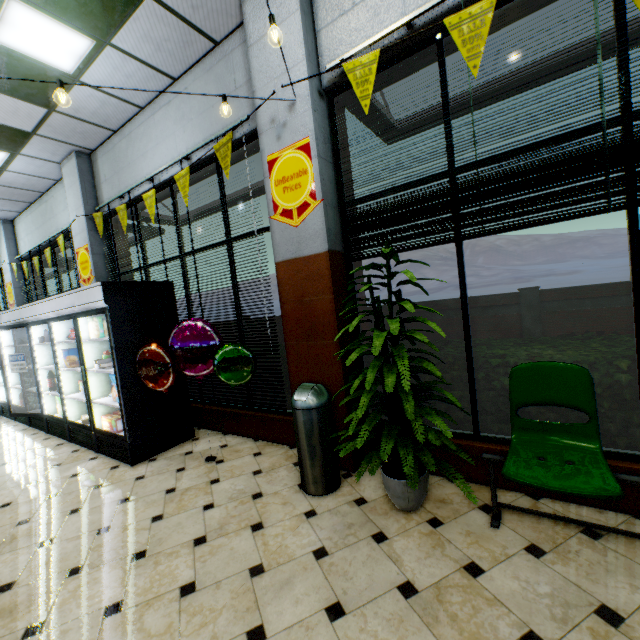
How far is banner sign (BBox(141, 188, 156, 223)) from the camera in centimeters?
458cm

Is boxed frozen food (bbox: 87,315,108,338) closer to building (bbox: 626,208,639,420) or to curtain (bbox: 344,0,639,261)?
building (bbox: 626,208,639,420)

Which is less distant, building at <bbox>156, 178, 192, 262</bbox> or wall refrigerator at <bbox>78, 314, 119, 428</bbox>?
wall refrigerator at <bbox>78, 314, 119, 428</bbox>

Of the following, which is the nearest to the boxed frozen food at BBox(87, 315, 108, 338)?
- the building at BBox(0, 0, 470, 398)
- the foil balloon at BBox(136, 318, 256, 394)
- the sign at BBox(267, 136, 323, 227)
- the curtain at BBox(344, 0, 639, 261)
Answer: the foil balloon at BBox(136, 318, 256, 394)

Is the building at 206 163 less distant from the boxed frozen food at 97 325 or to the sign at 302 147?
the sign at 302 147

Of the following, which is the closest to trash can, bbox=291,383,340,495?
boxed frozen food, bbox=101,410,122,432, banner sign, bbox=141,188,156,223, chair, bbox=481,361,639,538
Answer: chair, bbox=481,361,639,538

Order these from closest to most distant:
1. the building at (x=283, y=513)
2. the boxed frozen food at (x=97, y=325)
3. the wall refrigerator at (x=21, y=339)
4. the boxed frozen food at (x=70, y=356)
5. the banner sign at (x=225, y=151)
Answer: the building at (x=283, y=513) < the banner sign at (x=225, y=151) < the boxed frozen food at (x=97, y=325) < the boxed frozen food at (x=70, y=356) < the wall refrigerator at (x=21, y=339)

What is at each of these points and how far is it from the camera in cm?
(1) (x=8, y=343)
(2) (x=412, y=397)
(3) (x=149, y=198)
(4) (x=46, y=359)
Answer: (1) wall refrigerator, 684
(2) plant, 226
(3) banner sign, 464
(4) wall refrigerator, 575
